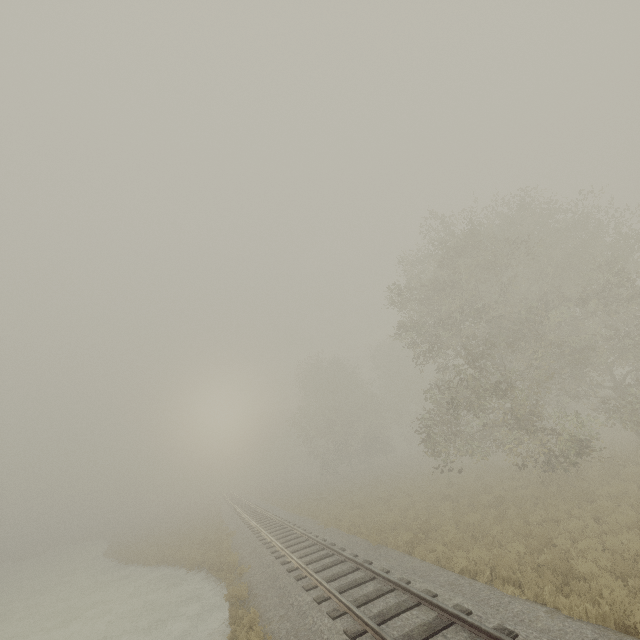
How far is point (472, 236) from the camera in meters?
18.8
